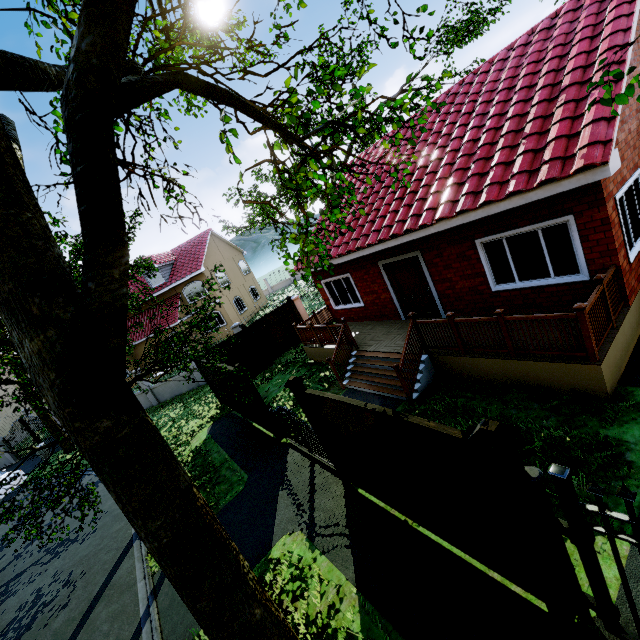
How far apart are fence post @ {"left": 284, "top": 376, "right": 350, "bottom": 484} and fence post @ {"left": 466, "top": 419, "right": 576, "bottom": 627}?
3.4 meters

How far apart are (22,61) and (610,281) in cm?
847

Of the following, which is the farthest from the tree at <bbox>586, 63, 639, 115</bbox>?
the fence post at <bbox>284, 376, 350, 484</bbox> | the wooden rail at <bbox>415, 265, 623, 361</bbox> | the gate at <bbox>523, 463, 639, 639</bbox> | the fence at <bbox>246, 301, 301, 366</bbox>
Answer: the wooden rail at <bbox>415, 265, 623, 361</bbox>

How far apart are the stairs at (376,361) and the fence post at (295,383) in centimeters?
230cm

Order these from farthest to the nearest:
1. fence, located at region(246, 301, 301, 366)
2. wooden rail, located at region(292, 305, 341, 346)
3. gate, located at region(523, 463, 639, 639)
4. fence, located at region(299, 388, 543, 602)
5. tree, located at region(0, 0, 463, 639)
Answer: fence, located at region(246, 301, 301, 366)
wooden rail, located at region(292, 305, 341, 346)
fence, located at region(299, 388, 543, 602)
gate, located at region(523, 463, 639, 639)
tree, located at region(0, 0, 463, 639)

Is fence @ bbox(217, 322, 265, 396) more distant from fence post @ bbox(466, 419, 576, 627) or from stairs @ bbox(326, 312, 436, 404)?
stairs @ bbox(326, 312, 436, 404)

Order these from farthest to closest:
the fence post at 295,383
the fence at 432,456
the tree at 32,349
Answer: the fence post at 295,383, the fence at 432,456, the tree at 32,349

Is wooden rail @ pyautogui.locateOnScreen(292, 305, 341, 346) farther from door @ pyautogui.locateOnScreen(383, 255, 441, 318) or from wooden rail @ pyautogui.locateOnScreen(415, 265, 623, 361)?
wooden rail @ pyautogui.locateOnScreen(415, 265, 623, 361)
